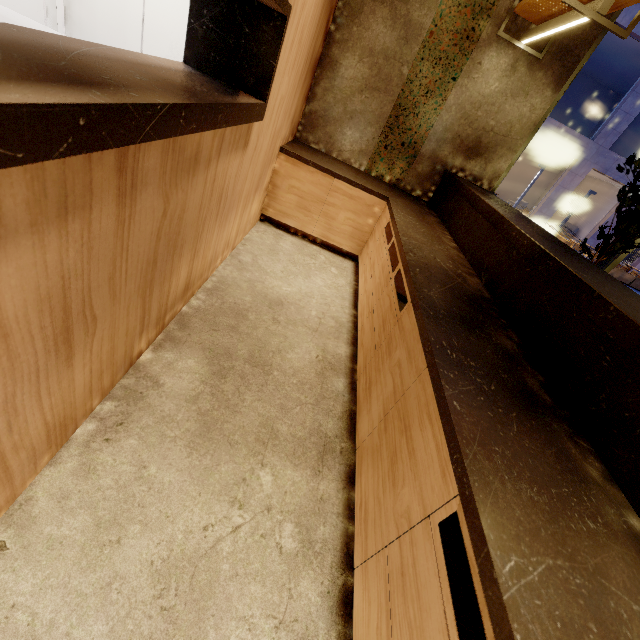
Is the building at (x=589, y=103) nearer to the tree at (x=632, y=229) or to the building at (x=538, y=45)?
the building at (x=538, y=45)

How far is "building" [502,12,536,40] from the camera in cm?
303

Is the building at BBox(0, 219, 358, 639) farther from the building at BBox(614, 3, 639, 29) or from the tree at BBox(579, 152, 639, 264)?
the building at BBox(614, 3, 639, 29)

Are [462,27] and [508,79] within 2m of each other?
yes

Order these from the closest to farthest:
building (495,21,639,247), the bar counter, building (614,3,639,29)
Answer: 1. the bar counter
2. building (614,3,639,29)
3. building (495,21,639,247)

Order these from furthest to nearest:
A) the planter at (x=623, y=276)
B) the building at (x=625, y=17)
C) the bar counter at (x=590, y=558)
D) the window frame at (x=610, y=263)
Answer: the planter at (x=623, y=276) < the building at (x=625, y=17) < the window frame at (x=610, y=263) < the bar counter at (x=590, y=558)

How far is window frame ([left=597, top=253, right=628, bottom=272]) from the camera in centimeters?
414cm
